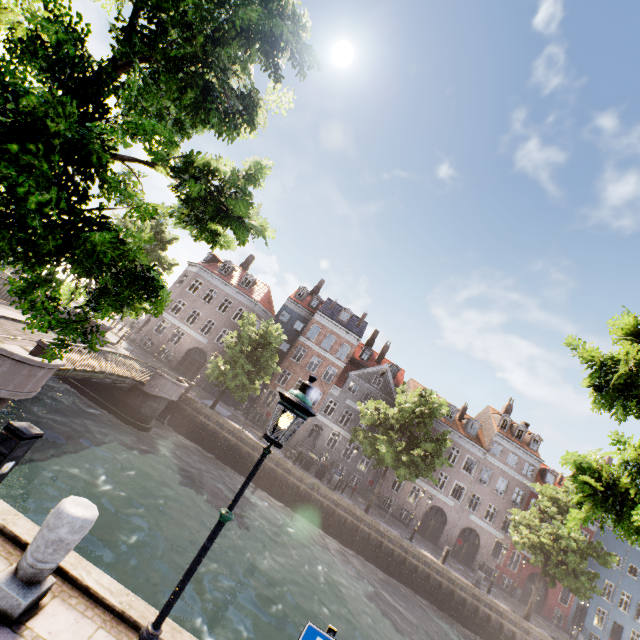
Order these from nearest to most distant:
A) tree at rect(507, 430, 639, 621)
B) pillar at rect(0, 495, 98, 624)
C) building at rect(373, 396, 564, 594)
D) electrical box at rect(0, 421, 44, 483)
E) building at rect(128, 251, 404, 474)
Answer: pillar at rect(0, 495, 98, 624), electrical box at rect(0, 421, 44, 483), tree at rect(507, 430, 639, 621), building at rect(373, 396, 564, 594), building at rect(128, 251, 404, 474)

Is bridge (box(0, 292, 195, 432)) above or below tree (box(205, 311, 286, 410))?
below

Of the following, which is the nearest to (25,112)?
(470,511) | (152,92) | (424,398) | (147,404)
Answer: (152,92)

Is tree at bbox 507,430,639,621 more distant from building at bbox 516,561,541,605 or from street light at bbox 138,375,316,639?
building at bbox 516,561,541,605

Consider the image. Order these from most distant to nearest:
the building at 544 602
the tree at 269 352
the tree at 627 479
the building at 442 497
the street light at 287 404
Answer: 1. the building at 442 497
2. the building at 544 602
3. the tree at 269 352
4. the tree at 627 479
5. the street light at 287 404

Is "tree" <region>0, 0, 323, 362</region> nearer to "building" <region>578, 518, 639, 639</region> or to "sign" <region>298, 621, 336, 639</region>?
"building" <region>578, 518, 639, 639</region>

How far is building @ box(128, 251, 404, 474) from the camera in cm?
3397

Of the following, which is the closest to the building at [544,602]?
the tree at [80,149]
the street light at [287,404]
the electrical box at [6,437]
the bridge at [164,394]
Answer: the tree at [80,149]
